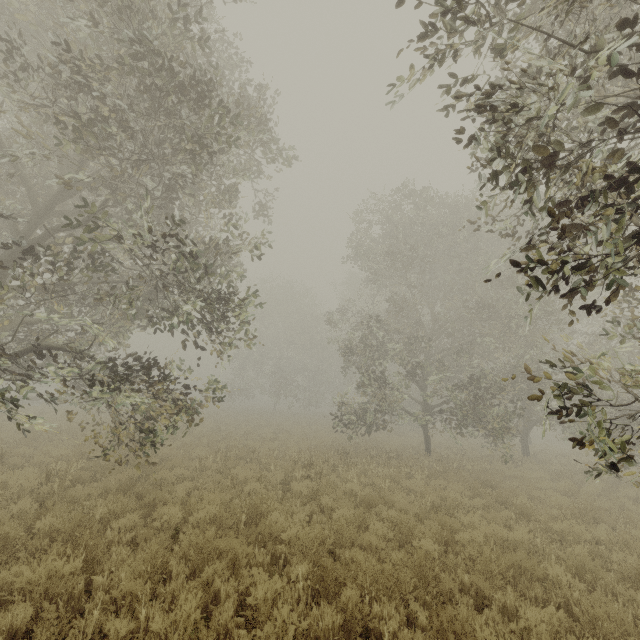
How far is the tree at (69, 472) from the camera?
7.32m

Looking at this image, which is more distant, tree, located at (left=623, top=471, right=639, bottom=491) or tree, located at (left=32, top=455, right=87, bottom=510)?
tree, located at (left=32, top=455, right=87, bottom=510)

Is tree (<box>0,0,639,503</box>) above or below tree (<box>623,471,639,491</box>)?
above

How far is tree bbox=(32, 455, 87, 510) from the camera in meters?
7.3 m

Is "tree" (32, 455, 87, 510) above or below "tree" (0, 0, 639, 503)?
below

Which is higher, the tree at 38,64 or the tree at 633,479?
the tree at 38,64

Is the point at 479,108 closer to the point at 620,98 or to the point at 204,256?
the point at 620,98
